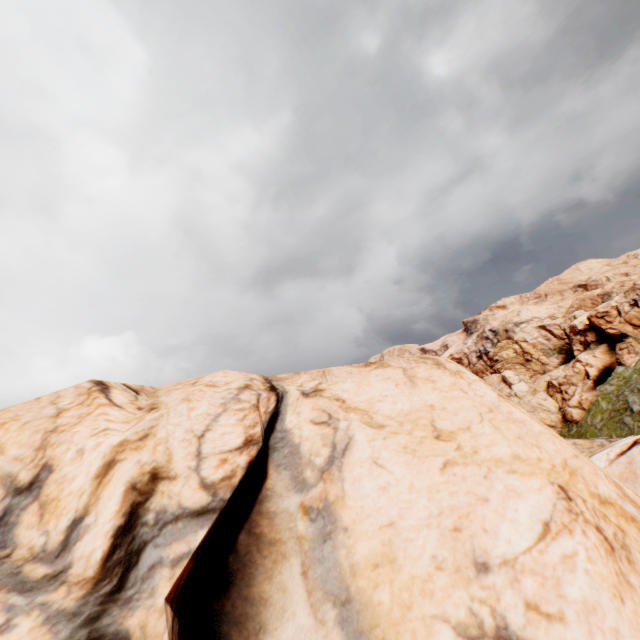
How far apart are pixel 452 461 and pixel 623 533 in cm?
311
